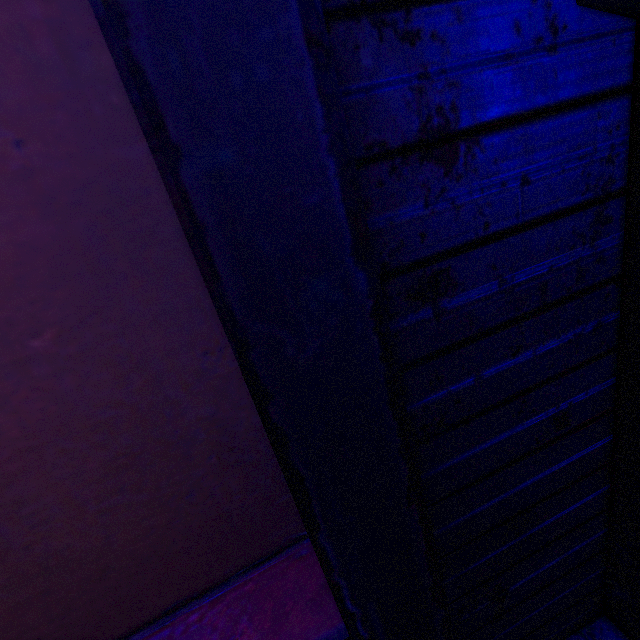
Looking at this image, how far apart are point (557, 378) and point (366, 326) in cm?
115
